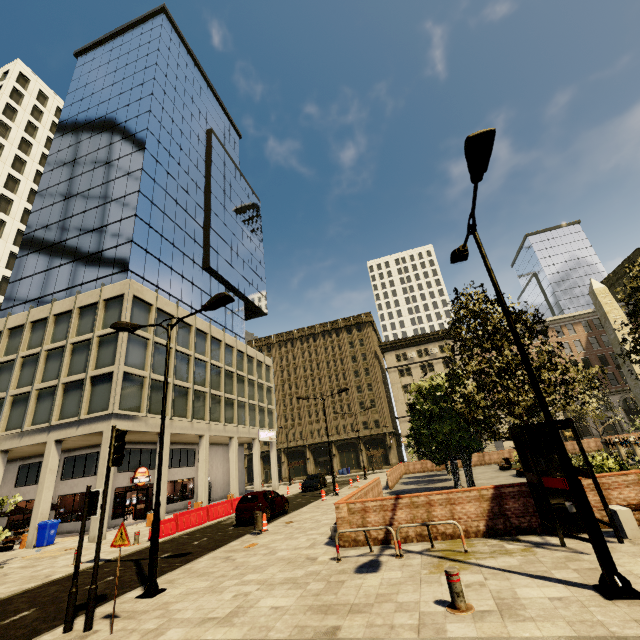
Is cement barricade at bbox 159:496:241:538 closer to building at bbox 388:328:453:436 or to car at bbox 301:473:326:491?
building at bbox 388:328:453:436

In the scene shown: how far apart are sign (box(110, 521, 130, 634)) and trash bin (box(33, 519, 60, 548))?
18.5 meters

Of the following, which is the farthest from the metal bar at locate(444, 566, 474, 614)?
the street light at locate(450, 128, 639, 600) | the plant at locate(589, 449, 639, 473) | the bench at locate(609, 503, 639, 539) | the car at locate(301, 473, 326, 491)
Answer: the car at locate(301, 473, 326, 491)

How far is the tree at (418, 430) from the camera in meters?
10.6

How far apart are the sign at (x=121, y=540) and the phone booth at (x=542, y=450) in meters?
9.5

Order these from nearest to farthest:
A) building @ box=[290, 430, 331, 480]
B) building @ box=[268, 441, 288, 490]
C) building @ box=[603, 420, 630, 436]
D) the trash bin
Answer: the trash bin
building @ box=[268, 441, 288, 490]
building @ box=[603, 420, 630, 436]
building @ box=[290, 430, 331, 480]

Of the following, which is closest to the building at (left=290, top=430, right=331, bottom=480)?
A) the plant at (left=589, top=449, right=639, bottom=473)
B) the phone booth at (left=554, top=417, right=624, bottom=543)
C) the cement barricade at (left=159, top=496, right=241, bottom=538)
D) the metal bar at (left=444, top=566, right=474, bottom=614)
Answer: the cement barricade at (left=159, top=496, right=241, bottom=538)

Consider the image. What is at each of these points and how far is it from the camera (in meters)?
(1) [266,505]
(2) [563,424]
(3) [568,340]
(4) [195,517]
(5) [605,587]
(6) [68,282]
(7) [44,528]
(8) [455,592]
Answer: (1) car, 17.16
(2) phone booth, 8.28
(3) building, 53.19
(4) cement barricade, 18.80
(5) street light, 5.21
(6) building, 29.03
(7) trash bin, 19.03
(8) metal bar, 5.35
